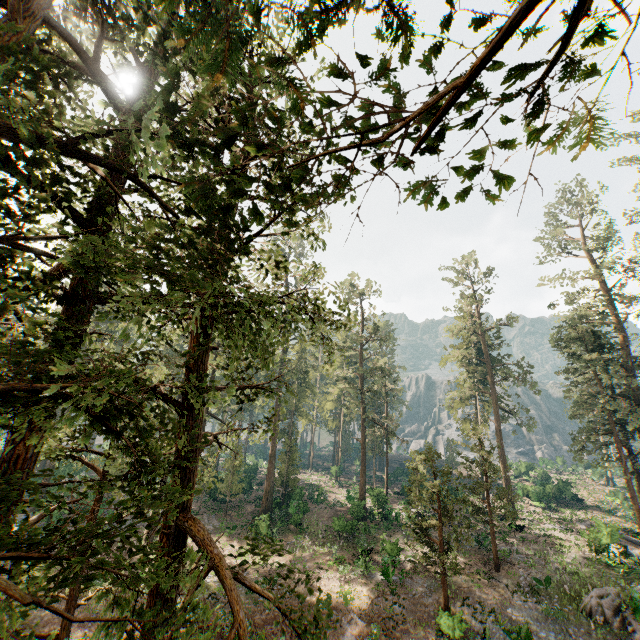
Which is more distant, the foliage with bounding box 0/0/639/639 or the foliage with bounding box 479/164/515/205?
the foliage with bounding box 479/164/515/205

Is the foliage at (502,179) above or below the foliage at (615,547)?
above

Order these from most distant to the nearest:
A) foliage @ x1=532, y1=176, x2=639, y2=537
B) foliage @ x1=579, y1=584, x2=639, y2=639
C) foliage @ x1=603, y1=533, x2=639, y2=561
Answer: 1. foliage @ x1=532, y1=176, x2=639, y2=537
2. foliage @ x1=603, y1=533, x2=639, y2=561
3. foliage @ x1=579, y1=584, x2=639, y2=639

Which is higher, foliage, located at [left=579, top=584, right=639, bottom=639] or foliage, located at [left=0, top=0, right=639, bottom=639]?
foliage, located at [left=0, top=0, right=639, bottom=639]

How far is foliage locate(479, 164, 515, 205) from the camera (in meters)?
4.42

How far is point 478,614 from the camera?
19.2 meters
